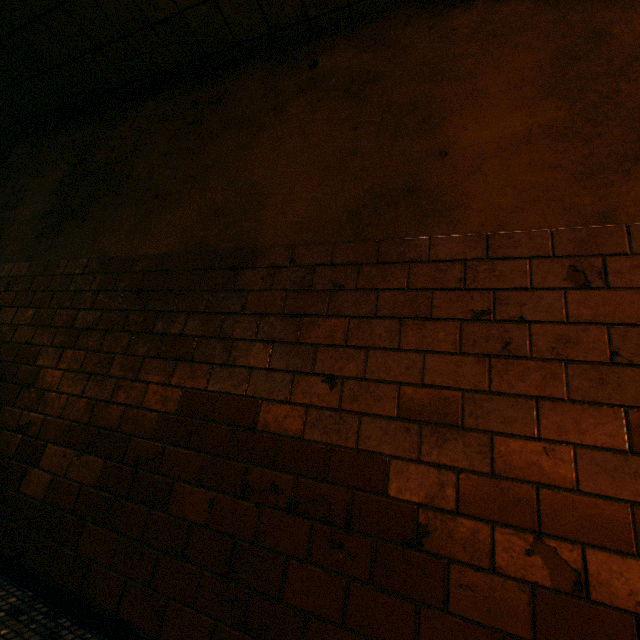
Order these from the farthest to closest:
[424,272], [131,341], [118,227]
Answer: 1. [118,227]
2. [131,341]
3. [424,272]
